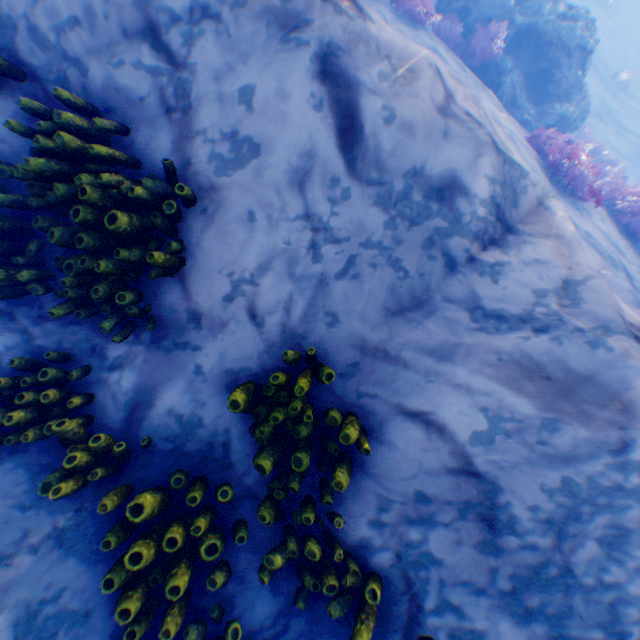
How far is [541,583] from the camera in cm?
257

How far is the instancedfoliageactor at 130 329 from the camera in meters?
3.3

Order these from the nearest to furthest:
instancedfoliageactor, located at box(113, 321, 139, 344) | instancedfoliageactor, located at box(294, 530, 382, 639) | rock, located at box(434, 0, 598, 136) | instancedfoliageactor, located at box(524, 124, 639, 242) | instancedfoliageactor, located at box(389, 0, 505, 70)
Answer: instancedfoliageactor, located at box(294, 530, 382, 639)
instancedfoliageactor, located at box(113, 321, 139, 344)
instancedfoliageactor, located at box(524, 124, 639, 242)
instancedfoliageactor, located at box(389, 0, 505, 70)
rock, located at box(434, 0, 598, 136)

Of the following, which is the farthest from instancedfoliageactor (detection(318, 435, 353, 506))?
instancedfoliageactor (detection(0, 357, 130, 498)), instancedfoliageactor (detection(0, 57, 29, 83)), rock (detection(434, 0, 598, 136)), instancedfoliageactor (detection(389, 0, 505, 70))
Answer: rock (detection(434, 0, 598, 136))

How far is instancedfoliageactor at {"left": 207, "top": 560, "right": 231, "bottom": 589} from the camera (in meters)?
2.77

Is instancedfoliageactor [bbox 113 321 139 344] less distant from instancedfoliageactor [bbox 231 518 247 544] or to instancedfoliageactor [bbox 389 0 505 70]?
instancedfoliageactor [bbox 231 518 247 544]

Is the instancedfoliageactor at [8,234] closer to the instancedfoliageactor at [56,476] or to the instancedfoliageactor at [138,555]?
the instancedfoliageactor at [56,476]
